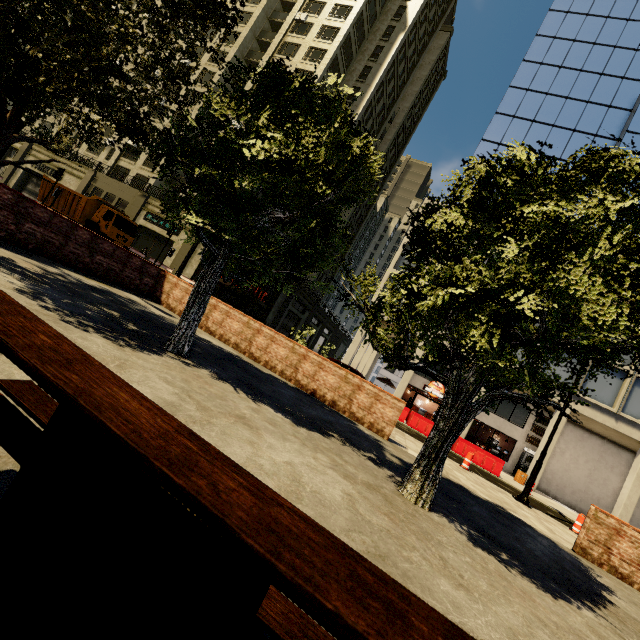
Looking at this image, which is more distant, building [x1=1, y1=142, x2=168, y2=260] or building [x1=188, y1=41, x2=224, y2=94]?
building [x1=188, y1=41, x2=224, y2=94]

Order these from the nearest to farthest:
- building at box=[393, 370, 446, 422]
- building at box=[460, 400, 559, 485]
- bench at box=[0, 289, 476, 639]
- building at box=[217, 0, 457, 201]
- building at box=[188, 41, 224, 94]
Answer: bench at box=[0, 289, 476, 639], building at box=[460, 400, 559, 485], building at box=[393, 370, 446, 422], building at box=[217, 0, 457, 201], building at box=[188, 41, 224, 94]

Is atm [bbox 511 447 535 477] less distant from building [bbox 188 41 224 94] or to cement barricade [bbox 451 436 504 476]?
cement barricade [bbox 451 436 504 476]

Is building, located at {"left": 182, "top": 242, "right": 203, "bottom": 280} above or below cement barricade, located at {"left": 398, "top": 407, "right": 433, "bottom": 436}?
above

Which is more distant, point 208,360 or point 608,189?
point 208,360

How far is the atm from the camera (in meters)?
24.38

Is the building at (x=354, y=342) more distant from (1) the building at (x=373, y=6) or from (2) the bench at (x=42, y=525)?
(2) the bench at (x=42, y=525)

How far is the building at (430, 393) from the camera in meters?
24.3
